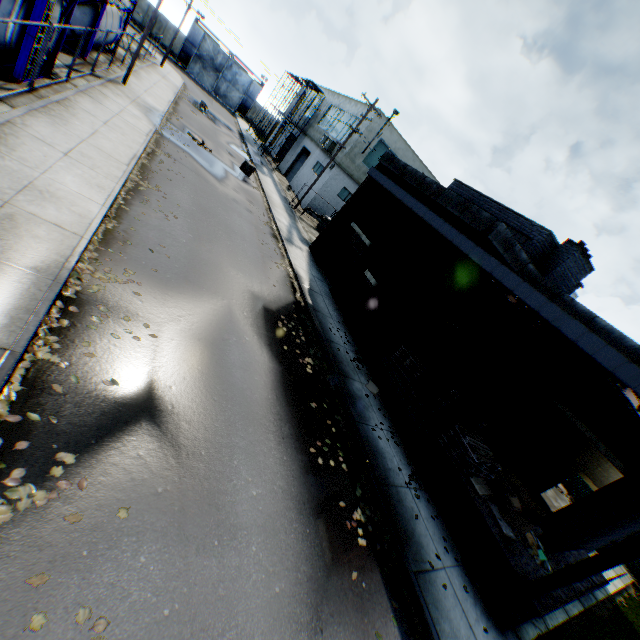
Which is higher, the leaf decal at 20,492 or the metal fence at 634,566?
the metal fence at 634,566

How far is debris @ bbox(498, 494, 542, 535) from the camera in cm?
907

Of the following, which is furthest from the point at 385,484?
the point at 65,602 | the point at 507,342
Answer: the point at 507,342

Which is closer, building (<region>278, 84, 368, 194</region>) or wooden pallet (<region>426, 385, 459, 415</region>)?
wooden pallet (<region>426, 385, 459, 415</region>)

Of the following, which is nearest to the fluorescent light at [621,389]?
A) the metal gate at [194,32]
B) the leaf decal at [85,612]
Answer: the leaf decal at [85,612]

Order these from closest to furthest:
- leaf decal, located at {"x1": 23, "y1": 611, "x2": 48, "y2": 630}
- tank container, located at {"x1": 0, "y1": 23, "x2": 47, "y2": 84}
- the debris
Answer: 1. leaf decal, located at {"x1": 23, "y1": 611, "x2": 48, "y2": 630}
2. the debris
3. tank container, located at {"x1": 0, "y1": 23, "x2": 47, "y2": 84}

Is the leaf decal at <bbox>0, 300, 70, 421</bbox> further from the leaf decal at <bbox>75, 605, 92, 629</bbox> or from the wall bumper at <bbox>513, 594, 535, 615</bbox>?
the wall bumper at <bbox>513, 594, 535, 615</bbox>

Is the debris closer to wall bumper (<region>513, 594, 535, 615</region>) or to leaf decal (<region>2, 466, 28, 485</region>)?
wall bumper (<region>513, 594, 535, 615</region>)
